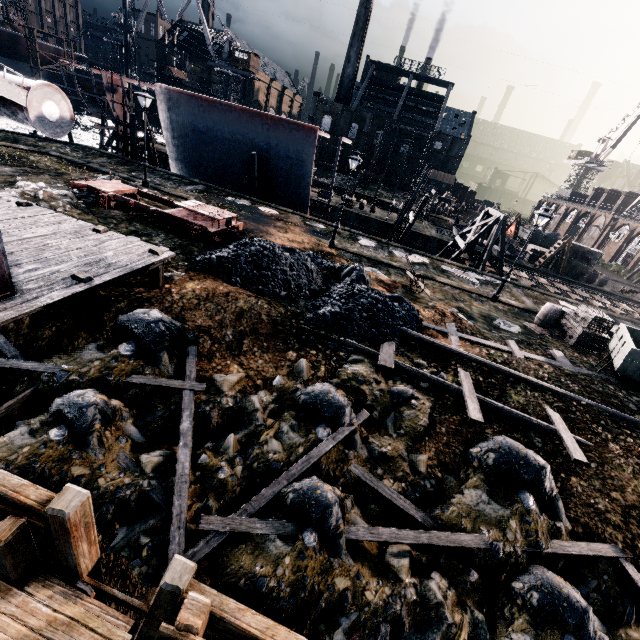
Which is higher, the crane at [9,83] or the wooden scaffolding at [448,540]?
the crane at [9,83]

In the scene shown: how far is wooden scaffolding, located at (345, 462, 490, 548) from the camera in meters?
6.8 m

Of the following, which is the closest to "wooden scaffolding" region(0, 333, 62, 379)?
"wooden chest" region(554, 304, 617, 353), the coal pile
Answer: the coal pile

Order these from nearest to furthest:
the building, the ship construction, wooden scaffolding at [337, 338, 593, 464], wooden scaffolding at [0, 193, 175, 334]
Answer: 1. wooden scaffolding at [0, 193, 175, 334]
2. wooden scaffolding at [337, 338, 593, 464]
3. the ship construction
4. the building

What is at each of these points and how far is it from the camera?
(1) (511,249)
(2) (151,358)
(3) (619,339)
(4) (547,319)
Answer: (1) boat, 37.88m
(2) stone debris, 8.98m
(3) rail car container, 13.80m
(4) wooden barrel, 17.92m

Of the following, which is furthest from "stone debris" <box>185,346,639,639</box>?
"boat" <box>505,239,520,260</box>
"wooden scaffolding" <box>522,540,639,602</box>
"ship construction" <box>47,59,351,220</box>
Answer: "boat" <box>505,239,520,260</box>

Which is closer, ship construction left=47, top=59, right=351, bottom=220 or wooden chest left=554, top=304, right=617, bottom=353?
wooden chest left=554, top=304, right=617, bottom=353

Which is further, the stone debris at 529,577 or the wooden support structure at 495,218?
the wooden support structure at 495,218
